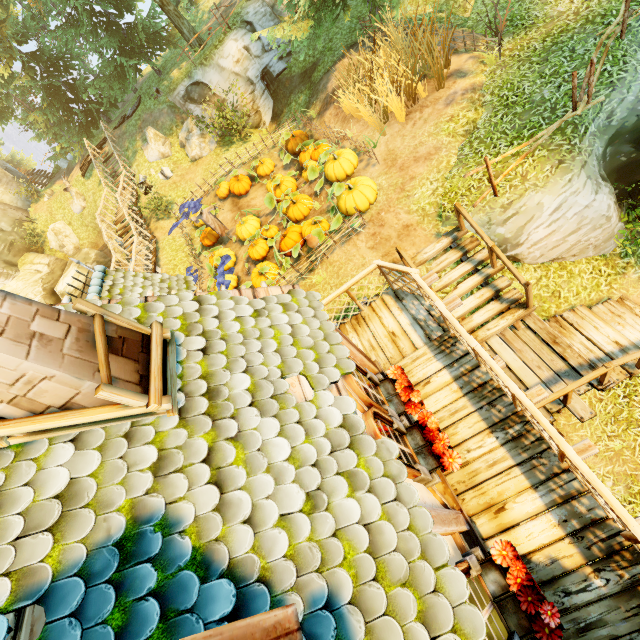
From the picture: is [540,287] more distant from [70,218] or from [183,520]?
[70,218]

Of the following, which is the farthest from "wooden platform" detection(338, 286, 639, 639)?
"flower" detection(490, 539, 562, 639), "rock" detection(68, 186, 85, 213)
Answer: "rock" detection(68, 186, 85, 213)

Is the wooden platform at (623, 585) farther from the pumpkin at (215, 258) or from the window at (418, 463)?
the pumpkin at (215, 258)

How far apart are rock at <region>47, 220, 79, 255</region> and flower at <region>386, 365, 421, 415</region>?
27.7m

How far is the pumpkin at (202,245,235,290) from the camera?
12.3 meters

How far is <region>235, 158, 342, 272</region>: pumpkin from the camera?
10.1 meters

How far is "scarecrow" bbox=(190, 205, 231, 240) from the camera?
13.1m

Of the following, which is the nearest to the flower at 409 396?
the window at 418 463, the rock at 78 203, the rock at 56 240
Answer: the window at 418 463
